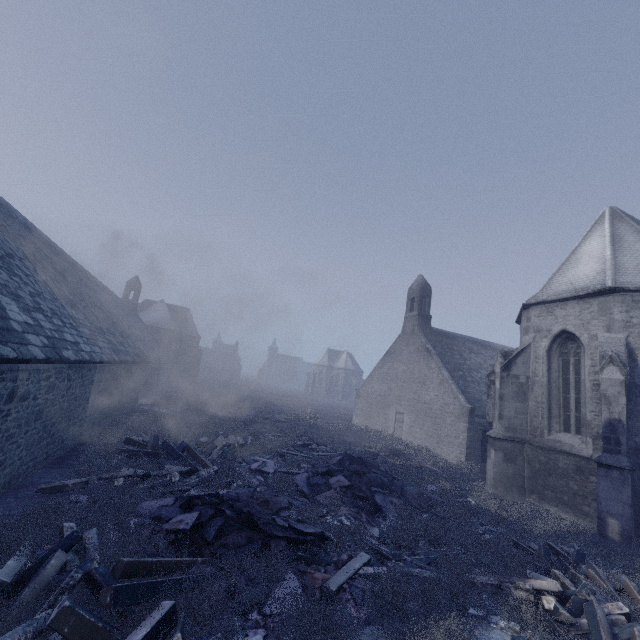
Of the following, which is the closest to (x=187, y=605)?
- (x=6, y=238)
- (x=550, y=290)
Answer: (x=6, y=238)

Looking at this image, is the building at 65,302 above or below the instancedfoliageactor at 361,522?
above

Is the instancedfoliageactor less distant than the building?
Yes

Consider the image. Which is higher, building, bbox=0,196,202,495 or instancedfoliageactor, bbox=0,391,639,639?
building, bbox=0,196,202,495

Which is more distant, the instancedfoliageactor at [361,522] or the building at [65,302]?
the building at [65,302]
